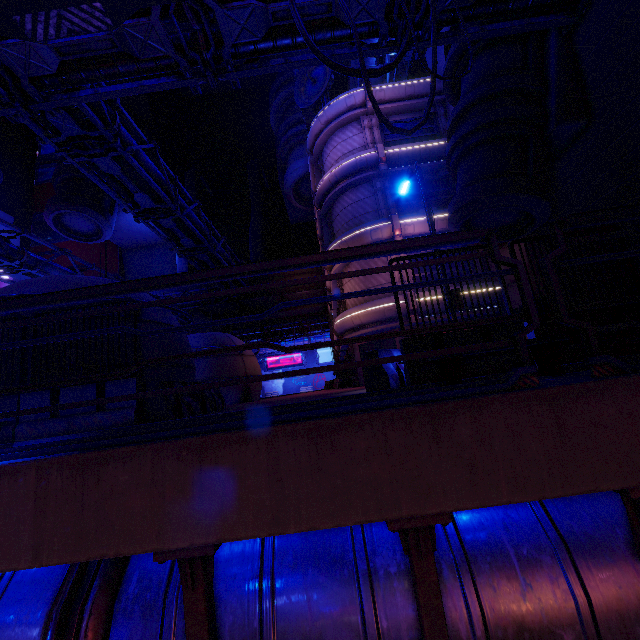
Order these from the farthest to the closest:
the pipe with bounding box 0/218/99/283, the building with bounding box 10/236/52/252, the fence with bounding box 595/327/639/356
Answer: the building with bounding box 10/236/52/252, the pipe with bounding box 0/218/99/283, the fence with bounding box 595/327/639/356

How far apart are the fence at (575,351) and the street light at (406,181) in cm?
98

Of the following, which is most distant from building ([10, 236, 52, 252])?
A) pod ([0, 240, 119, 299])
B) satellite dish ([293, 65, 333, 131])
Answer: pod ([0, 240, 119, 299])

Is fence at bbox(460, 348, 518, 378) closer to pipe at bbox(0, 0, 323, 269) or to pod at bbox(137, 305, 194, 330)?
pipe at bbox(0, 0, 323, 269)

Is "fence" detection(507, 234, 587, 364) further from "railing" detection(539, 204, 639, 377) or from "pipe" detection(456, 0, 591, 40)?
"pipe" detection(456, 0, 591, 40)

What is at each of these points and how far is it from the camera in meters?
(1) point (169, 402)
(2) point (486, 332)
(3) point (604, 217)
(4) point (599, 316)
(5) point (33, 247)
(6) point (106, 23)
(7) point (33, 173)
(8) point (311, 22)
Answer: (1) fence, 7.0
(2) fence, 6.7
(3) railing, 2.5
(4) fence, 6.6
(5) building, 46.8
(6) awning, 4.9
(7) building, 53.5
(8) pipe, 7.9

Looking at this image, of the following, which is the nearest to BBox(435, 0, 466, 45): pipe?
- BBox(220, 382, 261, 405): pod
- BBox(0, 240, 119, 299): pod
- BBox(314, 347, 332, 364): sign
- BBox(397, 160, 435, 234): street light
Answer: BBox(397, 160, 435, 234): street light

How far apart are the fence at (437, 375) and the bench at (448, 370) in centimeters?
70cm
